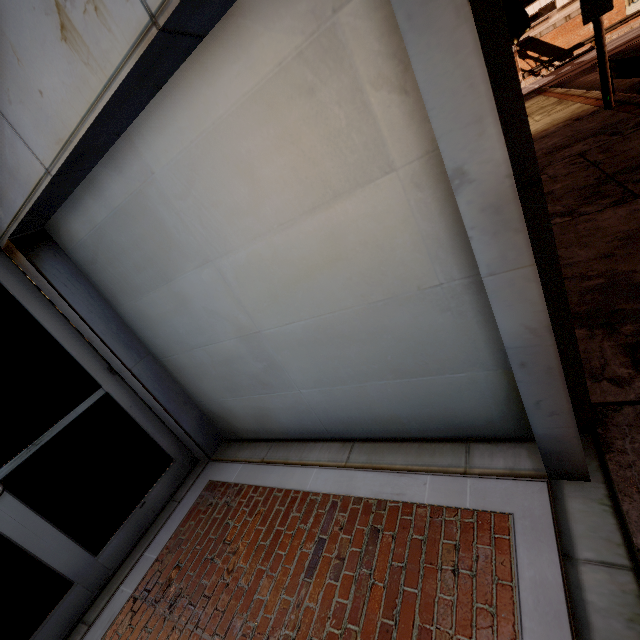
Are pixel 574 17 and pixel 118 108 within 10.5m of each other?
no

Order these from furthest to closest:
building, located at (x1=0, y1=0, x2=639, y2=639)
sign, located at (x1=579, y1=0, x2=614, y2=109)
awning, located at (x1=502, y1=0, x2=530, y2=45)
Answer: awning, located at (x1=502, y1=0, x2=530, y2=45) < sign, located at (x1=579, y1=0, x2=614, y2=109) < building, located at (x1=0, y1=0, x2=639, y2=639)

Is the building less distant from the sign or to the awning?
the awning

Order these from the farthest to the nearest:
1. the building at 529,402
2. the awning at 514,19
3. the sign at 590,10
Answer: the awning at 514,19 → the sign at 590,10 → the building at 529,402

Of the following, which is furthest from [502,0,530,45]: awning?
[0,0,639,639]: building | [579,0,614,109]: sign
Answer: [579,0,614,109]: sign

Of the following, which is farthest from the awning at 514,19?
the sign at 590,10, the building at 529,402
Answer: the sign at 590,10

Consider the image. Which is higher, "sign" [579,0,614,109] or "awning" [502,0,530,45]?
"awning" [502,0,530,45]
